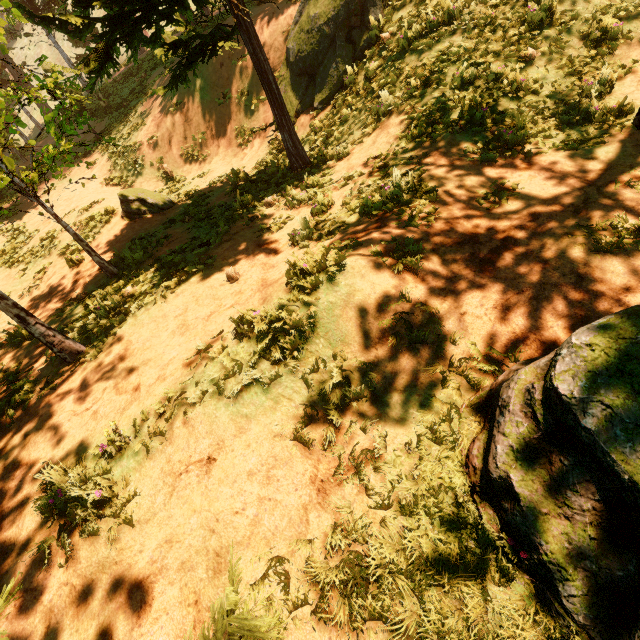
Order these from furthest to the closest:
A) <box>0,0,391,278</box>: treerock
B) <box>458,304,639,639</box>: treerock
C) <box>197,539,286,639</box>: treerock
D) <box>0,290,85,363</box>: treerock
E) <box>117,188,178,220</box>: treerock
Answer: <box>117,188,178,220</box>: treerock → <box>0,0,391,278</box>: treerock → <box>0,290,85,363</box>: treerock → <box>458,304,639,639</box>: treerock → <box>197,539,286,639</box>: treerock

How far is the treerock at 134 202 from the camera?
11.4m

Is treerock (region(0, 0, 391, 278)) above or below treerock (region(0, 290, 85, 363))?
above

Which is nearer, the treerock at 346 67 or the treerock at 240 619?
the treerock at 240 619

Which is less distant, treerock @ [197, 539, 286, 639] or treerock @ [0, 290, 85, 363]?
treerock @ [197, 539, 286, 639]

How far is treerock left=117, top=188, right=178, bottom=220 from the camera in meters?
11.4 m

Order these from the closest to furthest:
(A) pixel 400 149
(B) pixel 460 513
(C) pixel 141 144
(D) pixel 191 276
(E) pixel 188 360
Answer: (B) pixel 460 513, (E) pixel 188 360, (D) pixel 191 276, (A) pixel 400 149, (C) pixel 141 144
